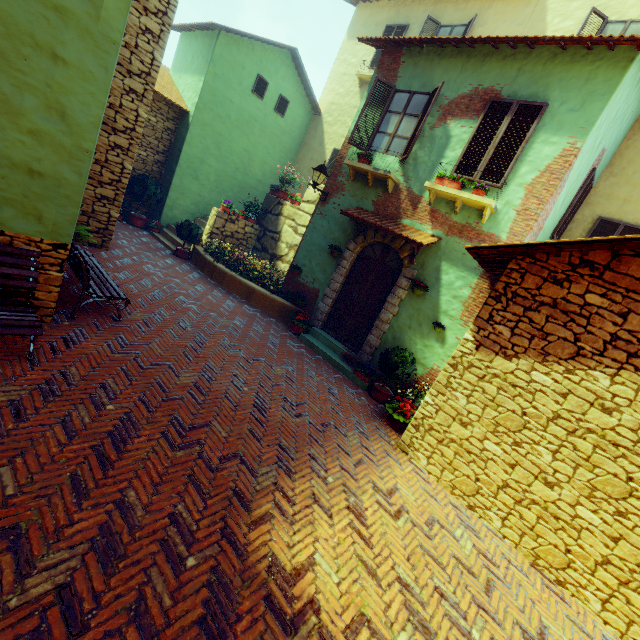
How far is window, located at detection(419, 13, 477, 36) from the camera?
10.8m

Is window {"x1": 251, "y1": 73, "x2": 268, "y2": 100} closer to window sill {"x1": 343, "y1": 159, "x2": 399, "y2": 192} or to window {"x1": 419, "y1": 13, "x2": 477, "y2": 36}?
window sill {"x1": 343, "y1": 159, "x2": 399, "y2": 192}

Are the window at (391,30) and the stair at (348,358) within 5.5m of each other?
no

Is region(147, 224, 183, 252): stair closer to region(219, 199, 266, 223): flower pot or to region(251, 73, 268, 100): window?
region(219, 199, 266, 223): flower pot

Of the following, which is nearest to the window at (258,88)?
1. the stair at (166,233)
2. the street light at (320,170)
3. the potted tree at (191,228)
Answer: the street light at (320,170)

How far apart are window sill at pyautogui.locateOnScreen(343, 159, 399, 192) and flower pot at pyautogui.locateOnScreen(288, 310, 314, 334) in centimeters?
376cm

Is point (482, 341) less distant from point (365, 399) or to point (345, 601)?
point (365, 399)

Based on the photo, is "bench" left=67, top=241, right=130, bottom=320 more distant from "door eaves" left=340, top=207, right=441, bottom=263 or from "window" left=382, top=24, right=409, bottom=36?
"window" left=382, top=24, right=409, bottom=36
